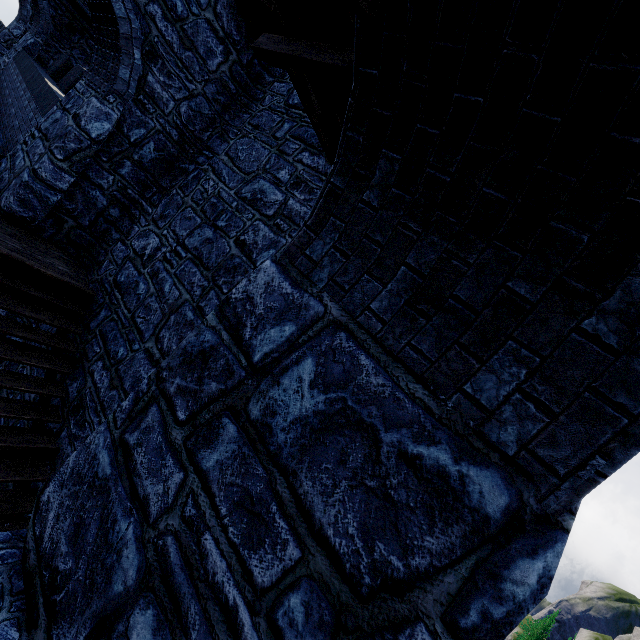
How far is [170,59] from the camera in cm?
594
